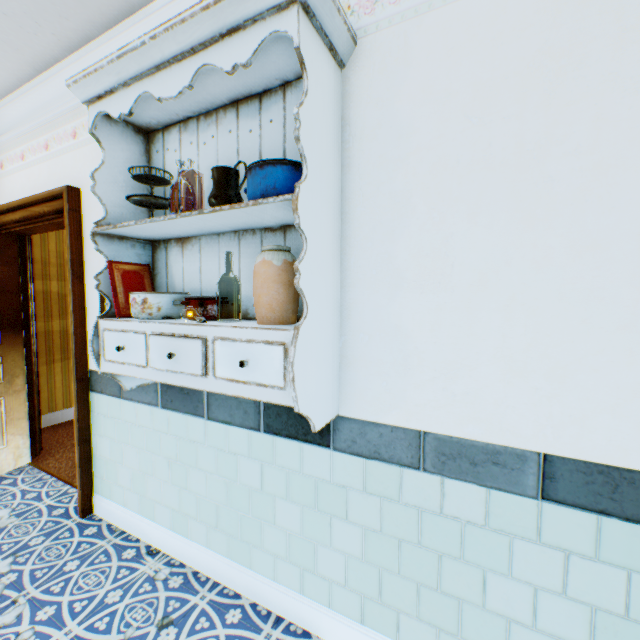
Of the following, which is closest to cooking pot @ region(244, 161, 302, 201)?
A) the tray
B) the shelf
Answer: the shelf

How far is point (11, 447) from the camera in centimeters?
307cm

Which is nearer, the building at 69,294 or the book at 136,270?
the building at 69,294

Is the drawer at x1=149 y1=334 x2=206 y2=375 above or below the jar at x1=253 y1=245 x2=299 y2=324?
below

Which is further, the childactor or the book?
the childactor

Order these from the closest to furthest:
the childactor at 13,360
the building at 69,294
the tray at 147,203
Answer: the building at 69,294 < the tray at 147,203 < the childactor at 13,360

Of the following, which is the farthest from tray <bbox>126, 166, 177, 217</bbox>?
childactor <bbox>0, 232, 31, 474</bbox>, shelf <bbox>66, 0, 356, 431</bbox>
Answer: childactor <bbox>0, 232, 31, 474</bbox>

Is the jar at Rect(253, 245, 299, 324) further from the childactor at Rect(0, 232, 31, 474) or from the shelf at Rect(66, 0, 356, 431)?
the childactor at Rect(0, 232, 31, 474)
